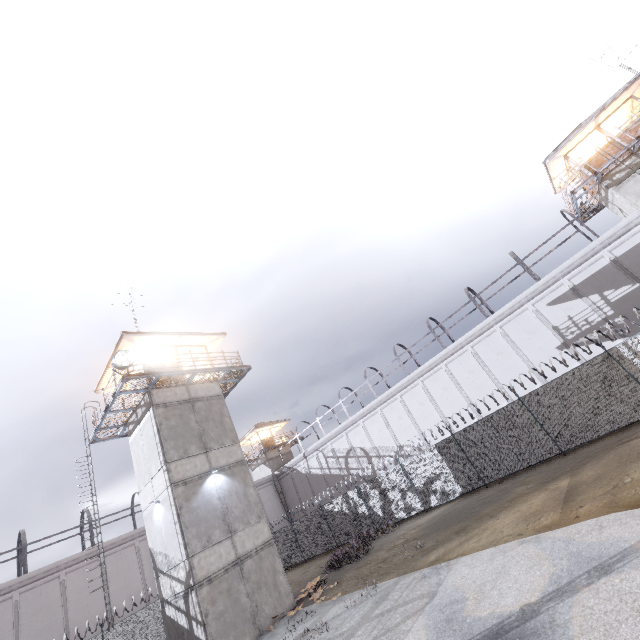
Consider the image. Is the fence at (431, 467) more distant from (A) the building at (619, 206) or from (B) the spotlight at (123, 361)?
(B) the spotlight at (123, 361)

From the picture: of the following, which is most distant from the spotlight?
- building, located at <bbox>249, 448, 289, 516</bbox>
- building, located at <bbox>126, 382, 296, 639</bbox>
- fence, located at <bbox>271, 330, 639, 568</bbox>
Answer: building, located at <bbox>249, 448, 289, 516</bbox>

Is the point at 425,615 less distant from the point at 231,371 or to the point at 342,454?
the point at 231,371

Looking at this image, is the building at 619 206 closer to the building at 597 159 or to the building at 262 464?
the building at 597 159

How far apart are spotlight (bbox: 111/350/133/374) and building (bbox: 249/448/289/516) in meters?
28.3

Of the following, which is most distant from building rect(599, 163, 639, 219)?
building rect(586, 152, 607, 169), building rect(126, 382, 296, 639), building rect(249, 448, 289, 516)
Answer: building rect(249, 448, 289, 516)

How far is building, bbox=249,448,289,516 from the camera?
37.7 meters

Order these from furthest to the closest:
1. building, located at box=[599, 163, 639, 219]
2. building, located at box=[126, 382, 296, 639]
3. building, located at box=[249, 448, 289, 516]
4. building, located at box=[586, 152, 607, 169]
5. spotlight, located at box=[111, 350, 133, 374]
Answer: building, located at box=[249, 448, 289, 516]
building, located at box=[586, 152, 607, 169]
building, located at box=[599, 163, 639, 219]
spotlight, located at box=[111, 350, 133, 374]
building, located at box=[126, 382, 296, 639]
